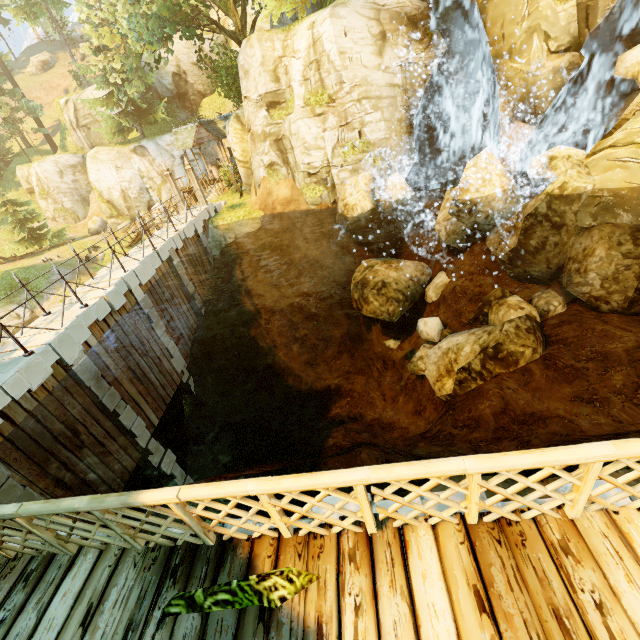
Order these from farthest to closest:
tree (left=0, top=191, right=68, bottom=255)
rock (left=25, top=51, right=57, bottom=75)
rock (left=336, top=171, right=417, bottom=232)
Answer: rock (left=25, top=51, right=57, bottom=75) → tree (left=0, top=191, right=68, bottom=255) → rock (left=336, top=171, right=417, bottom=232)

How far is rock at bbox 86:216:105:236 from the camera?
34.6 meters

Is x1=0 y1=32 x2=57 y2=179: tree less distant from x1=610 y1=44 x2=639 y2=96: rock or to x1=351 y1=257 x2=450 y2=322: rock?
x1=351 y1=257 x2=450 y2=322: rock

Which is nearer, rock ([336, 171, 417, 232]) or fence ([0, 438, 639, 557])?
fence ([0, 438, 639, 557])

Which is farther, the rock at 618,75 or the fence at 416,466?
the rock at 618,75

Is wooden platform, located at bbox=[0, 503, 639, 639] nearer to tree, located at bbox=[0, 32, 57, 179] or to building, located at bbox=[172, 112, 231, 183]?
tree, located at bbox=[0, 32, 57, 179]

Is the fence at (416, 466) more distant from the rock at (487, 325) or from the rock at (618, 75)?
the rock at (618, 75)

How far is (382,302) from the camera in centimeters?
1538cm
